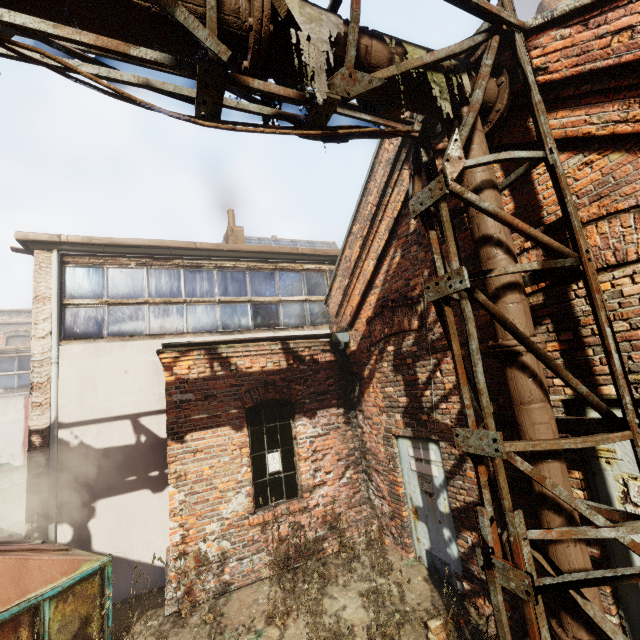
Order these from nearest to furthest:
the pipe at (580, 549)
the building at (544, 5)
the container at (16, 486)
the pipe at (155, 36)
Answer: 1. the pipe at (155, 36)
2. the pipe at (580, 549)
3. the building at (544, 5)
4. the container at (16, 486)

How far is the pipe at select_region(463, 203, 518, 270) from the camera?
3.0 meters

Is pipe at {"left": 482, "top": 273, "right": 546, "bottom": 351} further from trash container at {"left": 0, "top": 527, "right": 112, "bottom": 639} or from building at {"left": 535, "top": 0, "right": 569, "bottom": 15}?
building at {"left": 535, "top": 0, "right": 569, "bottom": 15}

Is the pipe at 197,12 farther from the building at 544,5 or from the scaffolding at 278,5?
the building at 544,5

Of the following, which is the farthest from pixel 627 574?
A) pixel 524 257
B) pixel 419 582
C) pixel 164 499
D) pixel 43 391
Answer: pixel 43 391

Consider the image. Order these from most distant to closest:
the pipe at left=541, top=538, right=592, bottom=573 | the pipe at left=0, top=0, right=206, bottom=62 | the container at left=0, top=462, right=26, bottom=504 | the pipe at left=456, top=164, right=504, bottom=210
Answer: the container at left=0, top=462, right=26, bottom=504 < the pipe at left=456, top=164, right=504, bottom=210 < the pipe at left=541, top=538, right=592, bottom=573 < the pipe at left=0, top=0, right=206, bottom=62

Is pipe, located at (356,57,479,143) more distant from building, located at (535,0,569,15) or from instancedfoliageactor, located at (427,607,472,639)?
building, located at (535,0,569,15)

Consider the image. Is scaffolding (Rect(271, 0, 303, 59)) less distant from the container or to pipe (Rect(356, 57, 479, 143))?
pipe (Rect(356, 57, 479, 143))
